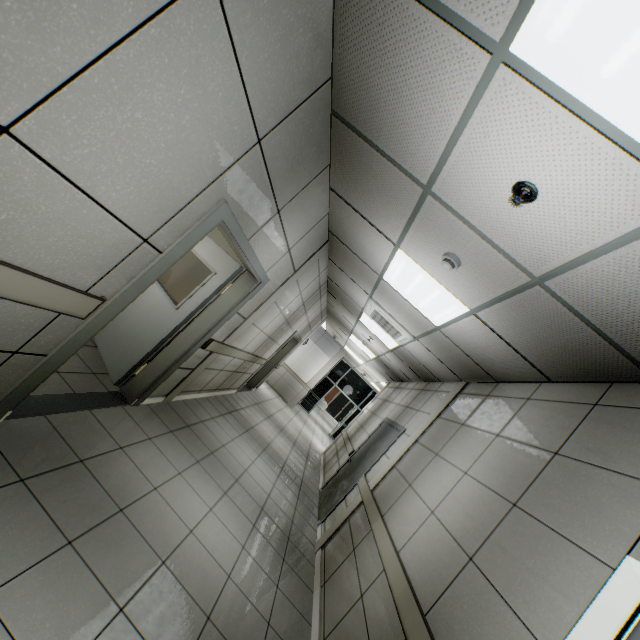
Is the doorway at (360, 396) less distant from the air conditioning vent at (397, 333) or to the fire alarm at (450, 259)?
the air conditioning vent at (397, 333)

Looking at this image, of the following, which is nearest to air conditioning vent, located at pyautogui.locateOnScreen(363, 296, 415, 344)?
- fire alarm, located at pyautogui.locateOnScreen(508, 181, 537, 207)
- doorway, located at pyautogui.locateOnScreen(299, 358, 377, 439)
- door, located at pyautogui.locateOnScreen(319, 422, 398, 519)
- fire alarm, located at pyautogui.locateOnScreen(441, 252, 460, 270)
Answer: door, located at pyautogui.locateOnScreen(319, 422, 398, 519)

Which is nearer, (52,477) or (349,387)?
(52,477)

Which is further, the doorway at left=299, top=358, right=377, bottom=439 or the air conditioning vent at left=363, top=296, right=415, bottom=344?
the doorway at left=299, top=358, right=377, bottom=439

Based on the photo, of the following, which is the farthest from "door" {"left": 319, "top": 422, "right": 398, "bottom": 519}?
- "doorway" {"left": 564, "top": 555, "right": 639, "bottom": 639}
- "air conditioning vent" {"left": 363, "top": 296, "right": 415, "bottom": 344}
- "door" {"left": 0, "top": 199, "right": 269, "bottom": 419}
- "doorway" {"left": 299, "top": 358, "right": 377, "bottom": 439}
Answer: "doorway" {"left": 299, "top": 358, "right": 377, "bottom": 439}

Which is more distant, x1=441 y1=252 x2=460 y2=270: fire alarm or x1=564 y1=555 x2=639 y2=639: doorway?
x1=441 y1=252 x2=460 y2=270: fire alarm

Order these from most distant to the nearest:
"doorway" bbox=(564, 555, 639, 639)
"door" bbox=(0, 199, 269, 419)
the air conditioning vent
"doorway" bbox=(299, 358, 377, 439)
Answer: "doorway" bbox=(299, 358, 377, 439), the air conditioning vent, "door" bbox=(0, 199, 269, 419), "doorway" bbox=(564, 555, 639, 639)

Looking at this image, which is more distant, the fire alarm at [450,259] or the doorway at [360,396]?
the doorway at [360,396]
